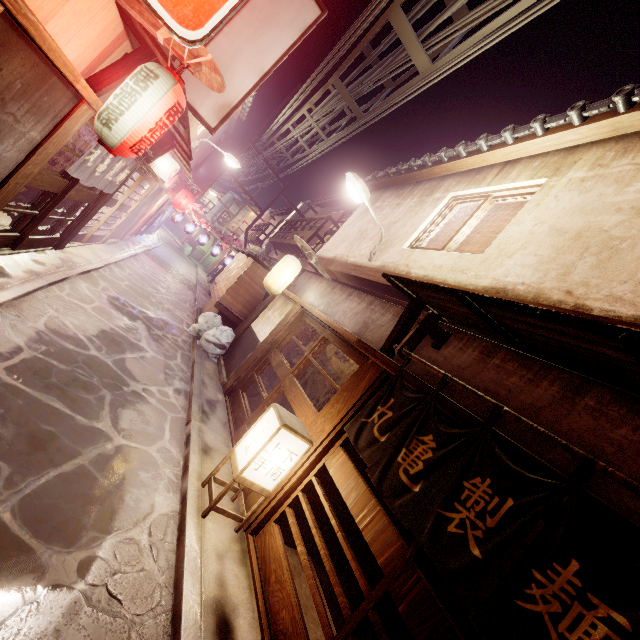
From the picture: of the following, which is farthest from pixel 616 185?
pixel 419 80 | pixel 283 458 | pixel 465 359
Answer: pixel 283 458

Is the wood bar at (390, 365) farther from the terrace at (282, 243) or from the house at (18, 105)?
the house at (18, 105)

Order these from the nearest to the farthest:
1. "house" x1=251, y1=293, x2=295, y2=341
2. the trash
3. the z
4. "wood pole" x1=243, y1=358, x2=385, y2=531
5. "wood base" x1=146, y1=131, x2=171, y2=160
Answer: "wood pole" x1=243, y1=358, x2=385, y2=531 < the z < "wood base" x1=146, y1=131, x2=171, y2=160 < "house" x1=251, y1=293, x2=295, y2=341 < the trash

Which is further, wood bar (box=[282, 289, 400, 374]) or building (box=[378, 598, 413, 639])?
building (box=[378, 598, 413, 639])

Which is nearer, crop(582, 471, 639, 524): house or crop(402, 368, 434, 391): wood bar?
crop(582, 471, 639, 524): house

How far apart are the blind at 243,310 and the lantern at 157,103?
11.0 meters

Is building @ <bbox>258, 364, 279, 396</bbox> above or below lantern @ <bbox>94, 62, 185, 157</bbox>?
below

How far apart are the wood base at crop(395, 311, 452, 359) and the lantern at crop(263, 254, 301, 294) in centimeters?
865cm
